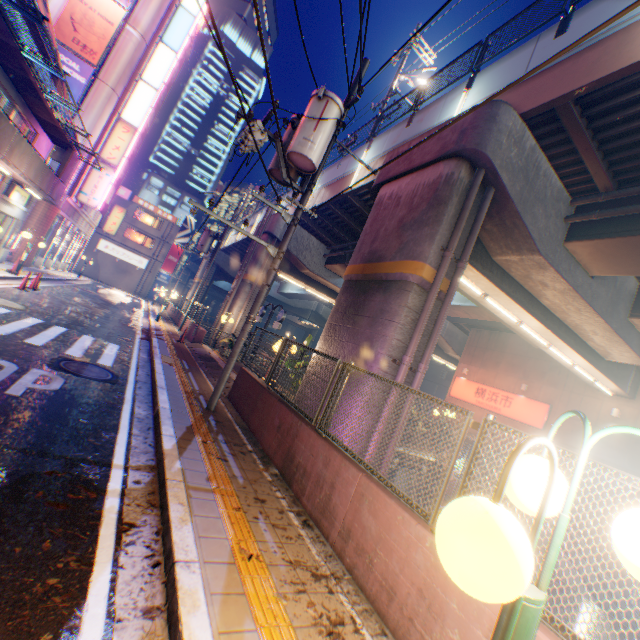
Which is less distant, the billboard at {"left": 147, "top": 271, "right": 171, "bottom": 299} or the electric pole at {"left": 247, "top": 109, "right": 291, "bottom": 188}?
the electric pole at {"left": 247, "top": 109, "right": 291, "bottom": 188}

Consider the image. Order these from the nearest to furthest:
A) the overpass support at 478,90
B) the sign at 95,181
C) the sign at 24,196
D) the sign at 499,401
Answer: the overpass support at 478,90
the sign at 24,196
the sign at 499,401
the sign at 95,181

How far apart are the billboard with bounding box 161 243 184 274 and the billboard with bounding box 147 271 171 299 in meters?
0.2 m

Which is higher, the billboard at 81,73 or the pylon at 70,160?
the billboard at 81,73

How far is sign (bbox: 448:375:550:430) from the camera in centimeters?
1934cm

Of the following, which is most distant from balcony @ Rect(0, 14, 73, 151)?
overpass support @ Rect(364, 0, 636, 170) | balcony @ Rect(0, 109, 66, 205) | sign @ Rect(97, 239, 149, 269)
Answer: sign @ Rect(97, 239, 149, 269)

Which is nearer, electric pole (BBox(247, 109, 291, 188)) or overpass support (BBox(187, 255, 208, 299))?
electric pole (BBox(247, 109, 291, 188))

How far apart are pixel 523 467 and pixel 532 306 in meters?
11.7
